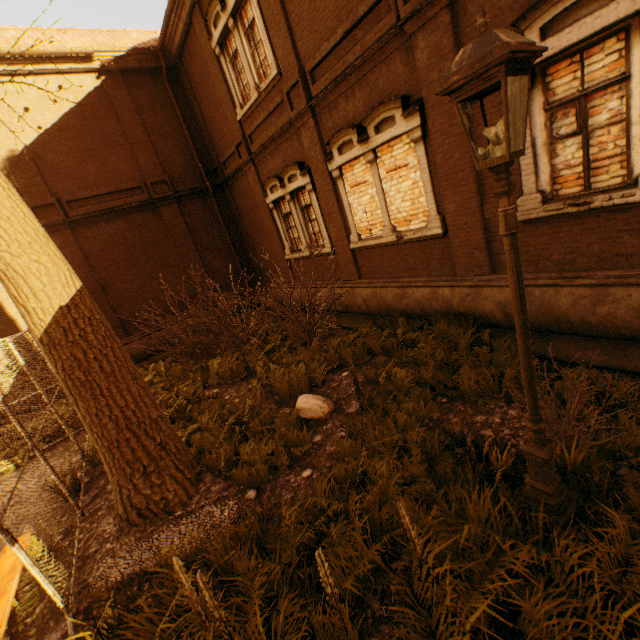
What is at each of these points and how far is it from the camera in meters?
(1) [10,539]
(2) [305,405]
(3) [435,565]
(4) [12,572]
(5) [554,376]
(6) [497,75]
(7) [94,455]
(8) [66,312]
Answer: (1) fence, 3.2 m
(2) rock, 5.8 m
(3) instancedfoliageactor, 2.9 m
(4) bench, 4.0 m
(5) instancedfoliageactor, 4.8 m
(6) street light, 1.9 m
(7) instancedfoliageactor, 6.5 m
(8) tree, 4.1 m

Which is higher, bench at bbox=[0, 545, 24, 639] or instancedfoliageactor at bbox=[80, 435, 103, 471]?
bench at bbox=[0, 545, 24, 639]

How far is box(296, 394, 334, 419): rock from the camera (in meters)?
5.69

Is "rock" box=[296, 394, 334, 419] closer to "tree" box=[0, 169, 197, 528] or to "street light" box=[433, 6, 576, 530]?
"tree" box=[0, 169, 197, 528]

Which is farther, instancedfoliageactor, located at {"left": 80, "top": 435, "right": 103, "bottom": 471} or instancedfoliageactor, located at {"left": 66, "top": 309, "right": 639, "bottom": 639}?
instancedfoliageactor, located at {"left": 80, "top": 435, "right": 103, "bottom": 471}

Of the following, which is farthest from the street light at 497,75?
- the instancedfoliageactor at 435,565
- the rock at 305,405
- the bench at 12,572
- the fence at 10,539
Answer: the bench at 12,572

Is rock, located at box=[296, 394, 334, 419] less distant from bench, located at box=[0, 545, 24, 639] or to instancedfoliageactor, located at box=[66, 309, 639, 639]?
instancedfoliageactor, located at box=[66, 309, 639, 639]

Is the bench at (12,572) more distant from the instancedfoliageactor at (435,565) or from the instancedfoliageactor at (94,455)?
the instancedfoliageactor at (94,455)
